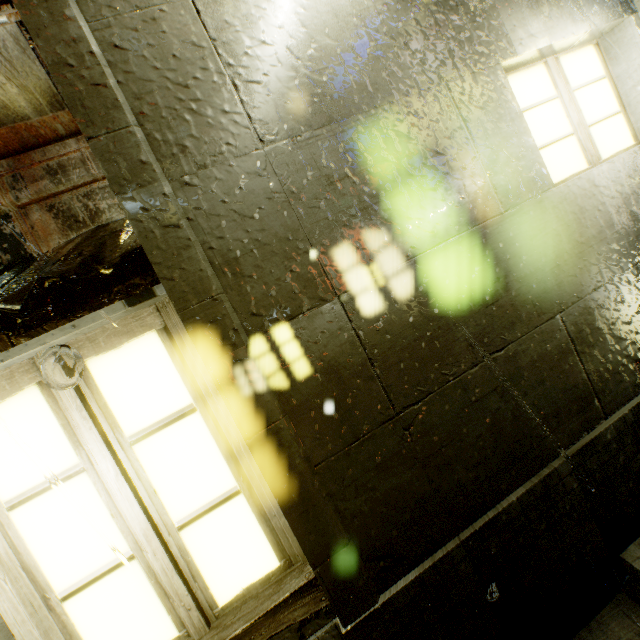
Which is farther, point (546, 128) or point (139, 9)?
point (546, 128)

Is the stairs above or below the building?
below

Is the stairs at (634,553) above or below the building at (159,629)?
below
